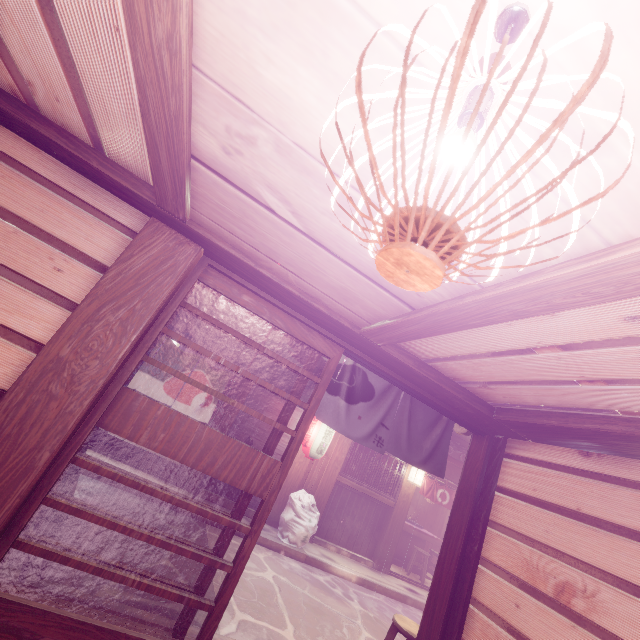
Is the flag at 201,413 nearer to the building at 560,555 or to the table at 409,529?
the building at 560,555

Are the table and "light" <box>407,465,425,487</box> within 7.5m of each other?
yes

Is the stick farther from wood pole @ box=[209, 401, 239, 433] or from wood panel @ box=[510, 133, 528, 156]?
wood panel @ box=[510, 133, 528, 156]

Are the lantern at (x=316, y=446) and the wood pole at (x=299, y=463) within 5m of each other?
yes

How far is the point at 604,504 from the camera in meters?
4.5

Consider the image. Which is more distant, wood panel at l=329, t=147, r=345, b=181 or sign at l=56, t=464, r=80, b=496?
sign at l=56, t=464, r=80, b=496

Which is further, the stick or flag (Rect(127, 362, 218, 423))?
the stick

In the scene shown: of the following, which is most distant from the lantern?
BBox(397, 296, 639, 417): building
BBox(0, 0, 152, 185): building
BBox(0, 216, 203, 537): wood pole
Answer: BBox(0, 0, 152, 185): building
